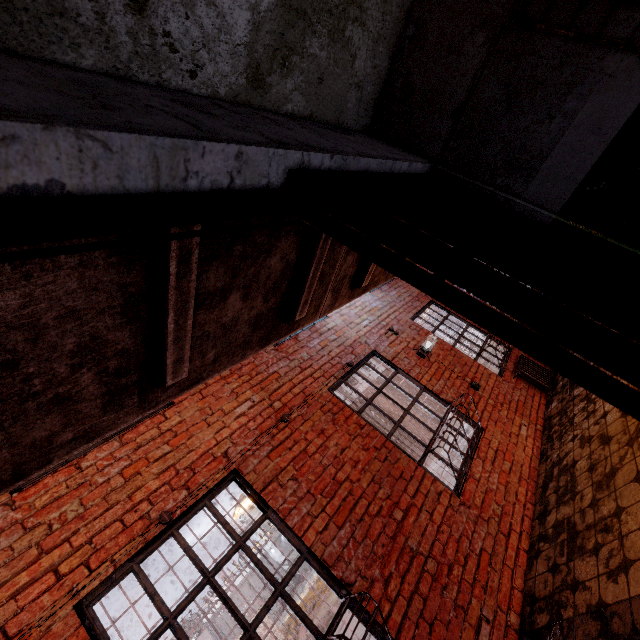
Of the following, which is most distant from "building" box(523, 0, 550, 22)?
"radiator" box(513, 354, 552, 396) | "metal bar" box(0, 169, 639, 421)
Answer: "radiator" box(513, 354, 552, 396)

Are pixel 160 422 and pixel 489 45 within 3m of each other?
no

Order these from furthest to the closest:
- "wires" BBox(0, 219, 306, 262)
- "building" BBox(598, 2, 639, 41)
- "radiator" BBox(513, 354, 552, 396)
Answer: "radiator" BBox(513, 354, 552, 396) < "building" BBox(598, 2, 639, 41) < "wires" BBox(0, 219, 306, 262)

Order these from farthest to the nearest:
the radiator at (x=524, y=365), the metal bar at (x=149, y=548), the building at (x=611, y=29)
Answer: the radiator at (x=524, y=365)
the metal bar at (x=149, y=548)
the building at (x=611, y=29)

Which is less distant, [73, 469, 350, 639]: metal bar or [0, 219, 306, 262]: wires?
[0, 219, 306, 262]: wires

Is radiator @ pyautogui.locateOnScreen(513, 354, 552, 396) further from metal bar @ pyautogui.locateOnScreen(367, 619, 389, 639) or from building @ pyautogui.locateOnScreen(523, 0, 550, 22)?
metal bar @ pyautogui.locateOnScreen(367, 619, 389, 639)

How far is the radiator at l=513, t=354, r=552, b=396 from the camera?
5.9m

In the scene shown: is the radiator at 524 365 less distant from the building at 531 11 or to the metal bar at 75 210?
the building at 531 11
